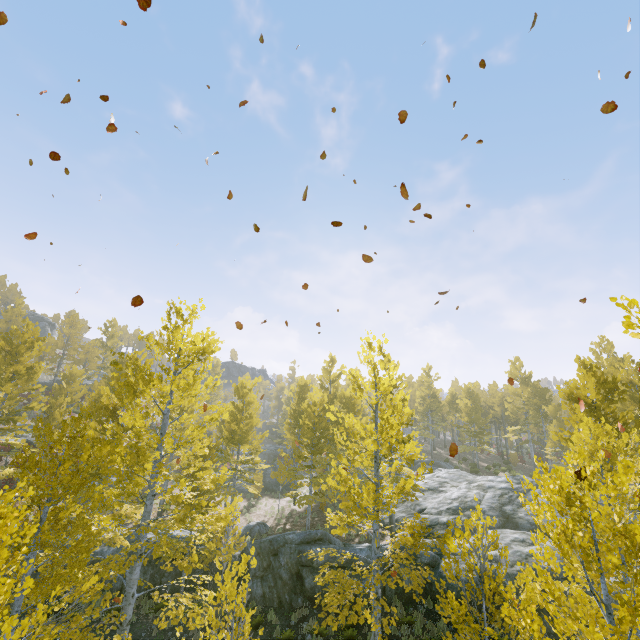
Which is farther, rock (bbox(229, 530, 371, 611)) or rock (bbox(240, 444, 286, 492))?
rock (bbox(240, 444, 286, 492))

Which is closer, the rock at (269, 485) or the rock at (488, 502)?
the rock at (488, 502)

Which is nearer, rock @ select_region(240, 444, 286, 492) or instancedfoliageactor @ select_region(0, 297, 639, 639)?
instancedfoliageactor @ select_region(0, 297, 639, 639)

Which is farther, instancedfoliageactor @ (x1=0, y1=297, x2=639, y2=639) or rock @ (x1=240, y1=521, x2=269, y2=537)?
rock @ (x1=240, y1=521, x2=269, y2=537)

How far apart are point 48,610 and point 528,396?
38.8 meters

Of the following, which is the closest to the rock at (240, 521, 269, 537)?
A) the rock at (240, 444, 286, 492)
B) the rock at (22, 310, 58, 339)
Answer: the rock at (240, 444, 286, 492)

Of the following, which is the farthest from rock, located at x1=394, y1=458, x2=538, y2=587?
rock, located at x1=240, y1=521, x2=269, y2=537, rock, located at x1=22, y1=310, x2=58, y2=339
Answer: rock, located at x1=22, y1=310, x2=58, y2=339

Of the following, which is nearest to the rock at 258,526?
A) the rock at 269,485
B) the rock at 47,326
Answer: the rock at 269,485
